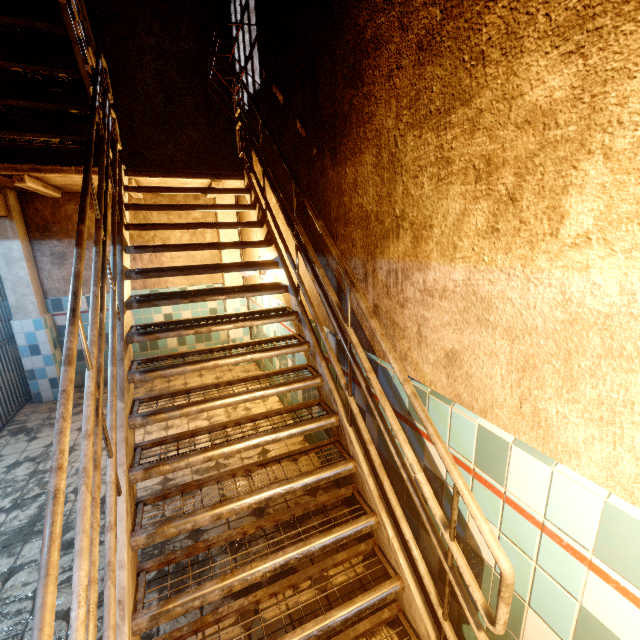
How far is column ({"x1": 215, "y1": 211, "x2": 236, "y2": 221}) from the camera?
5.2m

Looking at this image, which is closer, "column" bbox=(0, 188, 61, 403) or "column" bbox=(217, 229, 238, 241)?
"column" bbox=(0, 188, 61, 403)

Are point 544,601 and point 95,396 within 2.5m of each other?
yes

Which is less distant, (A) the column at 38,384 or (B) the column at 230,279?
(A) the column at 38,384

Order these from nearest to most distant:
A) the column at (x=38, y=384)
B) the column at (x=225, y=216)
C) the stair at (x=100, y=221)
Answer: the stair at (x=100, y=221) < the column at (x=38, y=384) < the column at (x=225, y=216)

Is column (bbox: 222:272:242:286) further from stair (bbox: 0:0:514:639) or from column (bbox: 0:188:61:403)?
column (bbox: 0:188:61:403)

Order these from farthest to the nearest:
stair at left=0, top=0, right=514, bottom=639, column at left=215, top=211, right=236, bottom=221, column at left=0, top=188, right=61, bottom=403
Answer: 1. column at left=215, top=211, right=236, bottom=221
2. column at left=0, top=188, right=61, bottom=403
3. stair at left=0, top=0, right=514, bottom=639

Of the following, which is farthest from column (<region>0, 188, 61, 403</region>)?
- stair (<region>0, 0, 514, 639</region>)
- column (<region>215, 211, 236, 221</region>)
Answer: column (<region>215, 211, 236, 221</region>)
